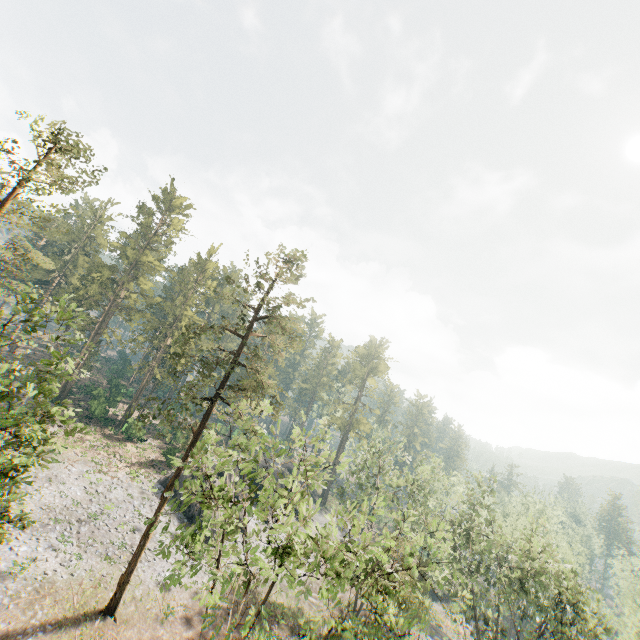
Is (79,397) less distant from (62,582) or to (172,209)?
(172,209)

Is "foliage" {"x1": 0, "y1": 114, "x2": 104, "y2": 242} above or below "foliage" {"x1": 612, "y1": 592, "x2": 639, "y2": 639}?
above

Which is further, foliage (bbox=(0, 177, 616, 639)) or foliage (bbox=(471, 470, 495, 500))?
foliage (bbox=(471, 470, 495, 500))

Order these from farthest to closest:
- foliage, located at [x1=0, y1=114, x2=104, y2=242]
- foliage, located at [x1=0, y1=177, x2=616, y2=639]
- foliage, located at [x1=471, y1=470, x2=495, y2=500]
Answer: foliage, located at [x1=471, y1=470, x2=495, y2=500] → foliage, located at [x1=0, y1=114, x2=104, y2=242] → foliage, located at [x1=0, y1=177, x2=616, y2=639]

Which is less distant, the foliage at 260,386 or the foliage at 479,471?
the foliage at 260,386

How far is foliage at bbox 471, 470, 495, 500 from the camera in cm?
3183
